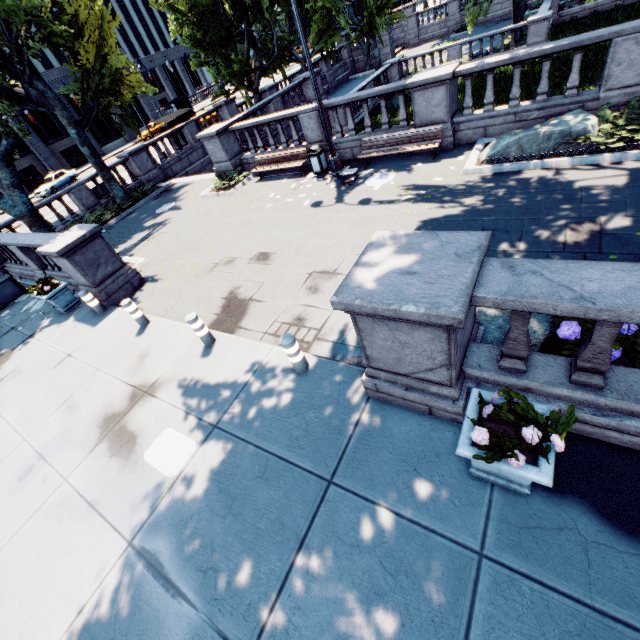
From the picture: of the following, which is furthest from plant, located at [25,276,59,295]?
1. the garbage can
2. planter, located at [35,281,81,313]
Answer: the garbage can

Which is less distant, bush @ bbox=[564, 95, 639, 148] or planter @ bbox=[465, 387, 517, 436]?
planter @ bbox=[465, 387, 517, 436]

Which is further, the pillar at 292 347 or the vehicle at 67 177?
the vehicle at 67 177

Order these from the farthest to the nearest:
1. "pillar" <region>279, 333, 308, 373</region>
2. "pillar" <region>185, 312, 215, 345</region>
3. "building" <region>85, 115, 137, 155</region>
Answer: "building" <region>85, 115, 137, 155</region> → "pillar" <region>185, 312, 215, 345</region> → "pillar" <region>279, 333, 308, 373</region>

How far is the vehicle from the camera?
32.5 meters

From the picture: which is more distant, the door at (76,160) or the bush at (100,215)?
the door at (76,160)

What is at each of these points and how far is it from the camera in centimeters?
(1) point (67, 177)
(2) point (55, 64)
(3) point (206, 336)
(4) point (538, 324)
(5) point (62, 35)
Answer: (1) vehicle, 3441cm
(2) building, 5775cm
(3) pillar, 702cm
(4) rock, 469cm
(5) tree, 1367cm

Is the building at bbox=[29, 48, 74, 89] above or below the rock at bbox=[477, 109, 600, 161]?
above
